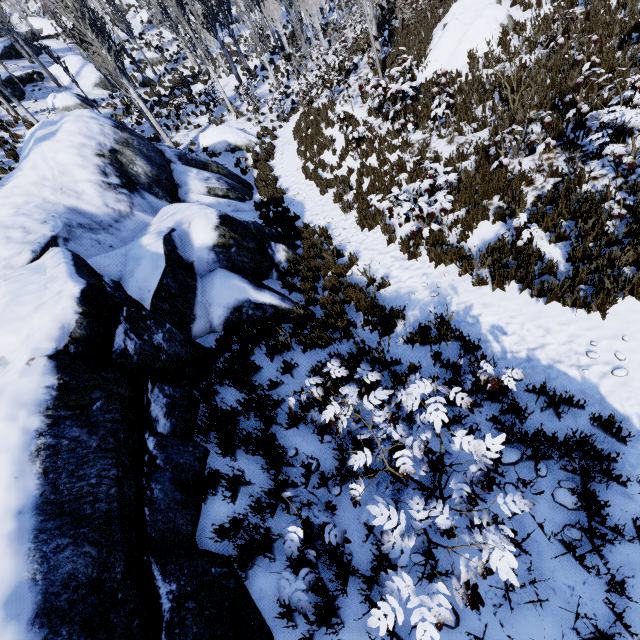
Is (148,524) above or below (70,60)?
below

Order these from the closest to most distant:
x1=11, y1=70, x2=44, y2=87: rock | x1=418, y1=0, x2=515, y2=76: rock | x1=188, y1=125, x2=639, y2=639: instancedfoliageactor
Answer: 1. x1=188, y1=125, x2=639, y2=639: instancedfoliageactor
2. x1=418, y1=0, x2=515, y2=76: rock
3. x1=11, y1=70, x2=44, y2=87: rock

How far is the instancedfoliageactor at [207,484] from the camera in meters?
3.5 m

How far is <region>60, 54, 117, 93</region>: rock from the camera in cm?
2386

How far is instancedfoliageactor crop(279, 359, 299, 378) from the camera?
4.9 meters

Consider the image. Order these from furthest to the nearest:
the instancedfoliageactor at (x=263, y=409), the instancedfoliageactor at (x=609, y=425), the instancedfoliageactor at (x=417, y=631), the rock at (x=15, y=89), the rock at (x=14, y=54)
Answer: the rock at (x=14, y=54) → the rock at (x=15, y=89) → the instancedfoliageactor at (x=609, y=425) → the instancedfoliageactor at (x=263, y=409) → the instancedfoliageactor at (x=417, y=631)

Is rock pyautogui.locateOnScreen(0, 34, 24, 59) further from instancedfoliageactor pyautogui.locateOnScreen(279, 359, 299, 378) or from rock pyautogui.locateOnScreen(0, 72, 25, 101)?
rock pyautogui.locateOnScreen(0, 72, 25, 101)

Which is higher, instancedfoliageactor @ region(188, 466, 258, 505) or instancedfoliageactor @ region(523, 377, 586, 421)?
instancedfoliageactor @ region(188, 466, 258, 505)
